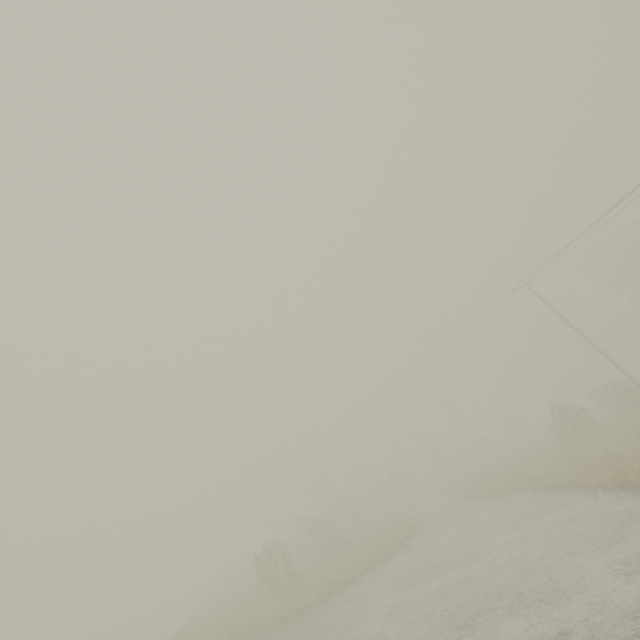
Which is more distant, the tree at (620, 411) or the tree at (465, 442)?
the tree at (465, 442)

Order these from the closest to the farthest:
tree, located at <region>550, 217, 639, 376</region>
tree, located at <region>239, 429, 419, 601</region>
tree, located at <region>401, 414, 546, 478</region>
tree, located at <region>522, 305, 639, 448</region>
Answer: tree, located at <region>239, 429, 419, 601</region> → tree, located at <region>522, 305, 639, 448</region> → tree, located at <region>550, 217, 639, 376</region> → tree, located at <region>401, 414, 546, 478</region>

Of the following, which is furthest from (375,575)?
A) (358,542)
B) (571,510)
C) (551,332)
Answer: (551,332)

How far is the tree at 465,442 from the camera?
41.1m

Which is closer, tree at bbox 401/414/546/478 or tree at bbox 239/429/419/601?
A: tree at bbox 239/429/419/601

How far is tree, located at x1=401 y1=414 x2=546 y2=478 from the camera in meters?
41.1 m
